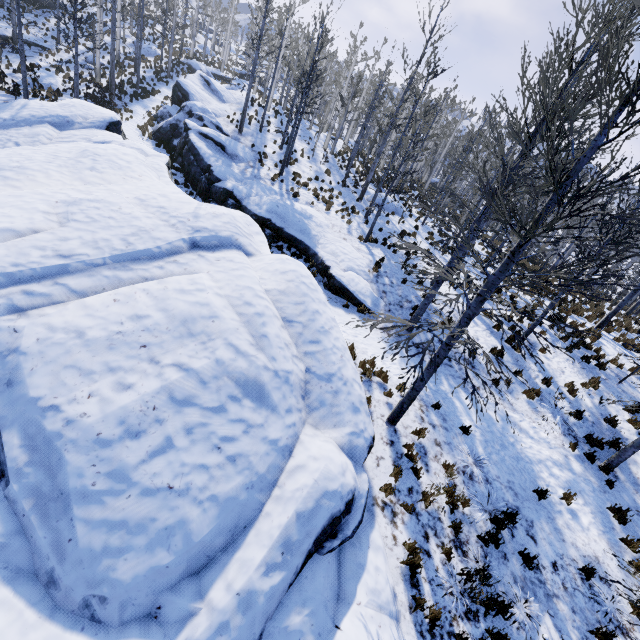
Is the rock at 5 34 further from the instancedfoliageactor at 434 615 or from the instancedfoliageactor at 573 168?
the instancedfoliageactor at 573 168

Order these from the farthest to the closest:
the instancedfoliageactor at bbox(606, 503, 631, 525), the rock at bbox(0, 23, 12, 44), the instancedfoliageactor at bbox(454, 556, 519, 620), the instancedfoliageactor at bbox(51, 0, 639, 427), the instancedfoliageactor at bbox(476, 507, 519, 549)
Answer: the rock at bbox(0, 23, 12, 44) < the instancedfoliageactor at bbox(606, 503, 631, 525) < the instancedfoliageactor at bbox(476, 507, 519, 549) < the instancedfoliageactor at bbox(454, 556, 519, 620) < the instancedfoliageactor at bbox(51, 0, 639, 427)

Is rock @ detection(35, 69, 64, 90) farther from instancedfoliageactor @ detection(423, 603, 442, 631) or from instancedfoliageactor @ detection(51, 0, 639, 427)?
instancedfoliageactor @ detection(51, 0, 639, 427)

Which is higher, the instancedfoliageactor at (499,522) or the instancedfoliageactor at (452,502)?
the instancedfoliageactor at (499,522)

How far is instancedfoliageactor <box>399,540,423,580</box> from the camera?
5.7m

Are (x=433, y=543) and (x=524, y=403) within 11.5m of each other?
yes

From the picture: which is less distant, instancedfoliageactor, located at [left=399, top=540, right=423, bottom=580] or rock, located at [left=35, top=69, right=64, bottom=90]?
instancedfoliageactor, located at [left=399, top=540, right=423, bottom=580]

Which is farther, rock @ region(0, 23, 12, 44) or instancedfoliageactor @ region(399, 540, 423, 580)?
rock @ region(0, 23, 12, 44)
